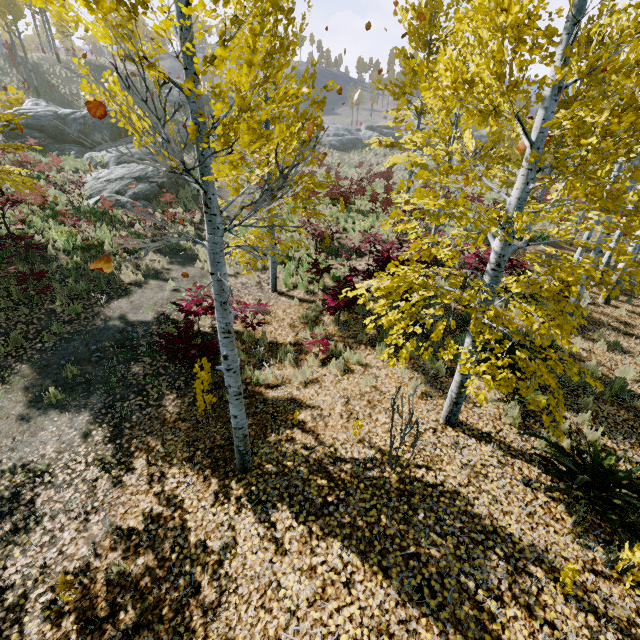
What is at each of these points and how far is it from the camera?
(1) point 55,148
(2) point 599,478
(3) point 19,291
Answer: (1) rock, 23.11m
(2) instancedfoliageactor, 4.64m
(3) instancedfoliageactor, 9.20m

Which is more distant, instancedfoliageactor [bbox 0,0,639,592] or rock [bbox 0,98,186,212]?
rock [bbox 0,98,186,212]

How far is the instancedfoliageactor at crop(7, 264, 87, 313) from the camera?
8.6 meters

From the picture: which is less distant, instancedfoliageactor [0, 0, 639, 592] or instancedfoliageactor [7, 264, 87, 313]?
instancedfoliageactor [0, 0, 639, 592]

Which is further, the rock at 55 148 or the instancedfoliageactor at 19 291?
the rock at 55 148

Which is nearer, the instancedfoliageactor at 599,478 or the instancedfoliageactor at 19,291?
the instancedfoliageactor at 599,478

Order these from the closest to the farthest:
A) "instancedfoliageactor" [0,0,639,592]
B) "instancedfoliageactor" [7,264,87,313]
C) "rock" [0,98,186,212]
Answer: "instancedfoliageactor" [0,0,639,592] → "instancedfoliageactor" [7,264,87,313] → "rock" [0,98,186,212]

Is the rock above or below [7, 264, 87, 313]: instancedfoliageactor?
above
